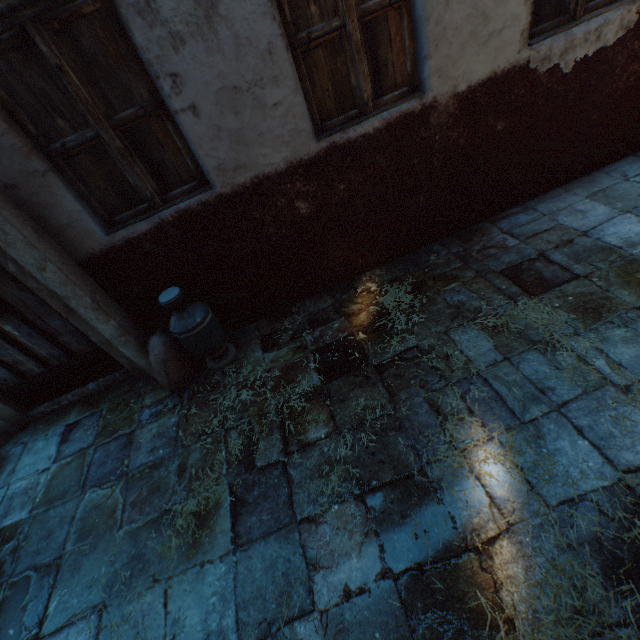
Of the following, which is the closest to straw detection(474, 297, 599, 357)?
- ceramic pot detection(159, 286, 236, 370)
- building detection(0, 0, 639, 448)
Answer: building detection(0, 0, 639, 448)

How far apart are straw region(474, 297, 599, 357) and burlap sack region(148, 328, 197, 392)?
2.1 meters

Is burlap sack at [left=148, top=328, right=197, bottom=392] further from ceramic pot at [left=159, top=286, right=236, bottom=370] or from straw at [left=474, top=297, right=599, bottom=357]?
straw at [left=474, top=297, right=599, bottom=357]

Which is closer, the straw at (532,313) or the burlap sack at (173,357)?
the straw at (532,313)

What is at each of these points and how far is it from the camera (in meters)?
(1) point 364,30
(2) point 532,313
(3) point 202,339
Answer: (1) building, 2.47
(2) straw, 2.66
(3) ceramic pot, 3.04

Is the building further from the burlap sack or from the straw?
the straw

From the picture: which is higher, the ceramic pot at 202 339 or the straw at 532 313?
the ceramic pot at 202 339

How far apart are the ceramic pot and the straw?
2.1 meters
